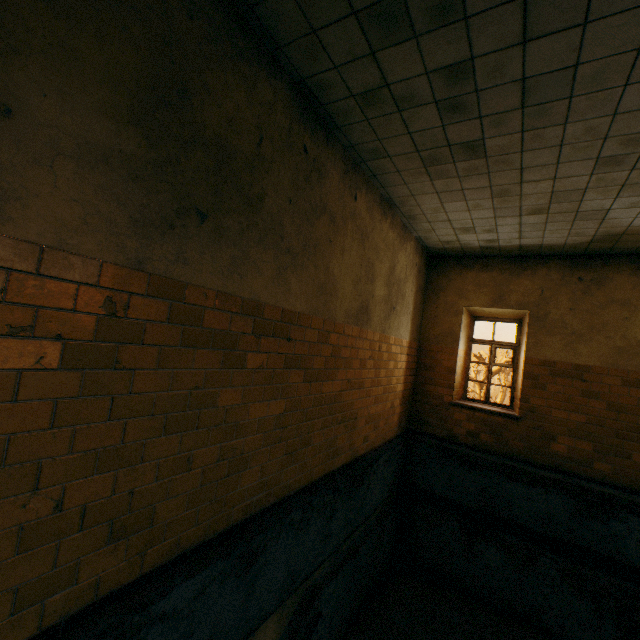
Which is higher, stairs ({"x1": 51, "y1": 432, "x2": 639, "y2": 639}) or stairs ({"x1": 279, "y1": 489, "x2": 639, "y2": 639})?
stairs ({"x1": 51, "y1": 432, "x2": 639, "y2": 639})

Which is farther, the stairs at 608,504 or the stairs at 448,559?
the stairs at 448,559

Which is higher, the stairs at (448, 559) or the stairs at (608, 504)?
the stairs at (608, 504)

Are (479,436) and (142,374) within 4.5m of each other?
no

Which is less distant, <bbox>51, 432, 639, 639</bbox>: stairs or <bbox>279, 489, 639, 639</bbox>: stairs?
<bbox>51, 432, 639, 639</bbox>: stairs
